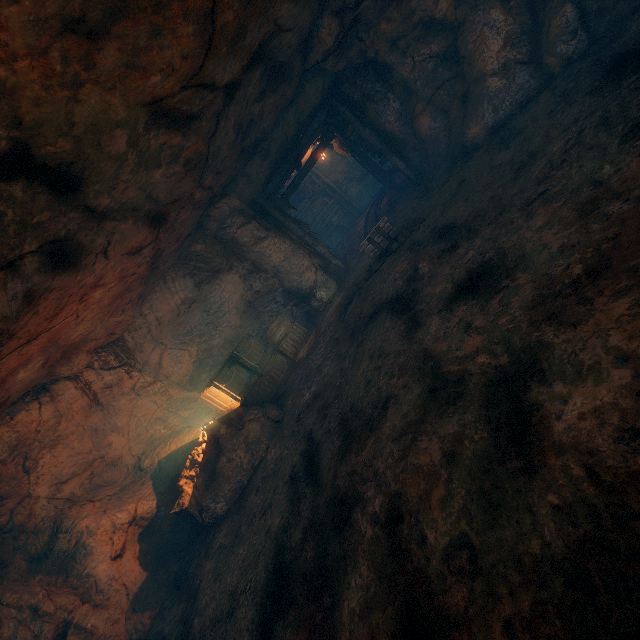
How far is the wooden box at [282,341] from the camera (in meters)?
9.23

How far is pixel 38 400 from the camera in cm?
757

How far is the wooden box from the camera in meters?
9.2

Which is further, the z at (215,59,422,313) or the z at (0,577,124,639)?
the z at (215,59,422,313)

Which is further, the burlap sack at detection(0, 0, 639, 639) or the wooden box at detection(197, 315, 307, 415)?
the wooden box at detection(197, 315, 307, 415)

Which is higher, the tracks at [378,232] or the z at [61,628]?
the z at [61,628]

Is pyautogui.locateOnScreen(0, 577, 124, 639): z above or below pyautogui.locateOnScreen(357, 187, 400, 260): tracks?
above

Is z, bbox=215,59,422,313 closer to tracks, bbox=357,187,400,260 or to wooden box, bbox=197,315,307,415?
tracks, bbox=357,187,400,260
